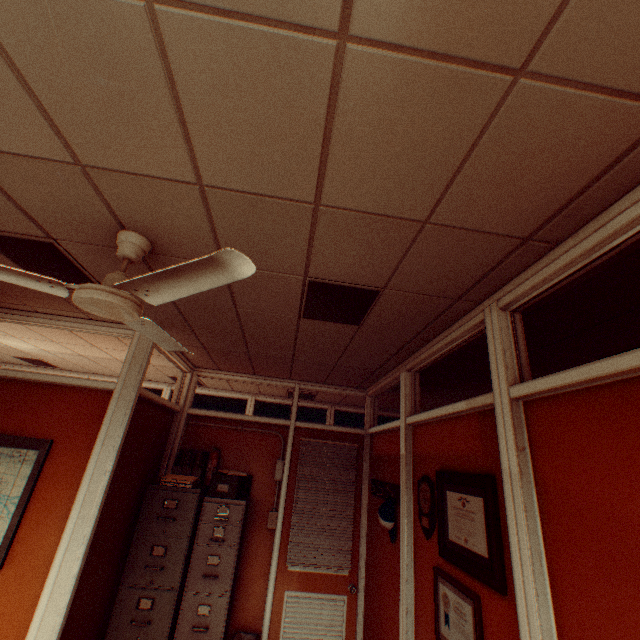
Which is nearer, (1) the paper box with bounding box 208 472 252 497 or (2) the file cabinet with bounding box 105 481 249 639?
(2) the file cabinet with bounding box 105 481 249 639

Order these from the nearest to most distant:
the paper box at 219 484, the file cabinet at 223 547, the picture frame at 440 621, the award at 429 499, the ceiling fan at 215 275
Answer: the ceiling fan at 215 275, the picture frame at 440 621, the award at 429 499, the file cabinet at 223 547, the paper box at 219 484

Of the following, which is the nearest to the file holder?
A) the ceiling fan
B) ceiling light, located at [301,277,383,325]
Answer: the ceiling fan

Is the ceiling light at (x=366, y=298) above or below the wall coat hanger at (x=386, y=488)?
above

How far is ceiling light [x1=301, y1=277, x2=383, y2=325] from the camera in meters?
2.2 m

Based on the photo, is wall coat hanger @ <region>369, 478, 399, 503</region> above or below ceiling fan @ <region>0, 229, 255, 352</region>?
below

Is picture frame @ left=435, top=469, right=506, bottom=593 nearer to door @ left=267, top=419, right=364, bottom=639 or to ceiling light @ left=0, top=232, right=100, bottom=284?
door @ left=267, top=419, right=364, bottom=639

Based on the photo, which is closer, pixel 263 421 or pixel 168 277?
pixel 168 277
